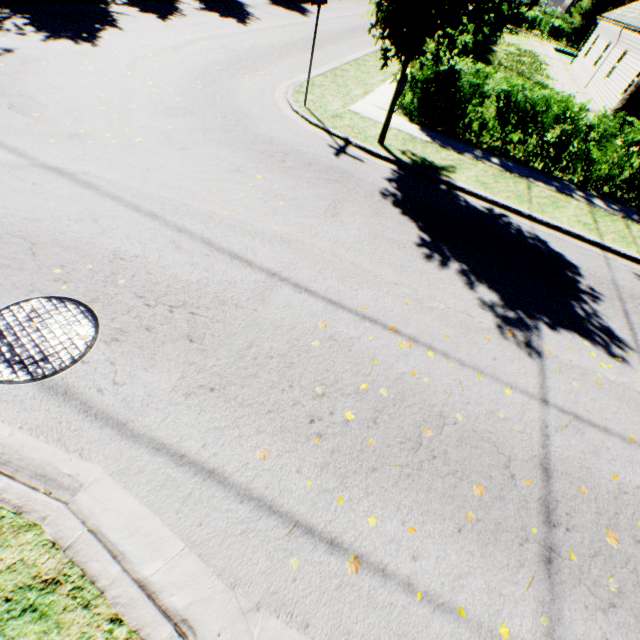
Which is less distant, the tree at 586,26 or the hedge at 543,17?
the tree at 586,26

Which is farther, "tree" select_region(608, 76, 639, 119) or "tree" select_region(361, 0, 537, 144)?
"tree" select_region(608, 76, 639, 119)

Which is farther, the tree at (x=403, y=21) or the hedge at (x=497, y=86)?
the hedge at (x=497, y=86)

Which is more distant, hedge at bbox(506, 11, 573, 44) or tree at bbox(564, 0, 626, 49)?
hedge at bbox(506, 11, 573, 44)

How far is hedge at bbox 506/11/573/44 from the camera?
44.75m

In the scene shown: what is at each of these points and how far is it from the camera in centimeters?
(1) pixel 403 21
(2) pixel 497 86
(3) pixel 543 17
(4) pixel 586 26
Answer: (1) tree, 634cm
(2) hedge, 900cm
(3) hedge, 4525cm
(4) tree, 4181cm

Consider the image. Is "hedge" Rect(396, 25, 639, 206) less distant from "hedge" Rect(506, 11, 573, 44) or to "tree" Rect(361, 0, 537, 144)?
"tree" Rect(361, 0, 537, 144)

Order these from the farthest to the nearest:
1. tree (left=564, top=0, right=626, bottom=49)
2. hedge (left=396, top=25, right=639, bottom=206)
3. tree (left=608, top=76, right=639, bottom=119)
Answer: tree (left=564, top=0, right=626, bottom=49) → tree (left=608, top=76, right=639, bottom=119) → hedge (left=396, top=25, right=639, bottom=206)
